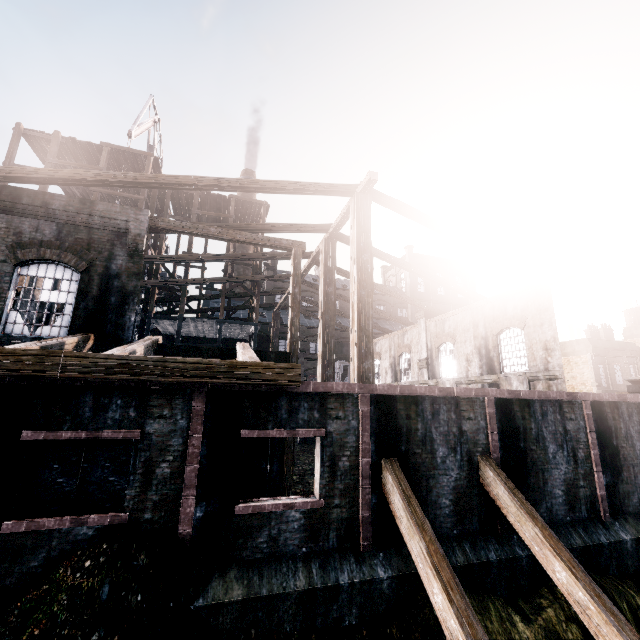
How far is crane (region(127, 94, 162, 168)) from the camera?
27.5m

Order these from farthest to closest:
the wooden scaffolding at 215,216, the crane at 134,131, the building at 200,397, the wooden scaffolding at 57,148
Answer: the crane at 134,131 < the wooden scaffolding at 215,216 < the wooden scaffolding at 57,148 < the building at 200,397

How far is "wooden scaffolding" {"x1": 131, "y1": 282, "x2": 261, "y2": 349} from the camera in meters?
25.3 m

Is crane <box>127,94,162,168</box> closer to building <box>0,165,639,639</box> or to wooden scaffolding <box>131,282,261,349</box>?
wooden scaffolding <box>131,282,261,349</box>

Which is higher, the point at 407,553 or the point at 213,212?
the point at 213,212

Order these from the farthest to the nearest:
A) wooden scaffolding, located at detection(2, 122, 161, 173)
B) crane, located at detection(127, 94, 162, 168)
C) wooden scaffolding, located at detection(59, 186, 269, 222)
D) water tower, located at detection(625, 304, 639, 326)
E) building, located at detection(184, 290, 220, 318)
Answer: water tower, located at detection(625, 304, 639, 326)
building, located at detection(184, 290, 220, 318)
crane, located at detection(127, 94, 162, 168)
wooden scaffolding, located at detection(59, 186, 269, 222)
wooden scaffolding, located at detection(2, 122, 161, 173)

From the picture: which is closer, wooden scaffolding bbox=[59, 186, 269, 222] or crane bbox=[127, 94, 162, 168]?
wooden scaffolding bbox=[59, 186, 269, 222]

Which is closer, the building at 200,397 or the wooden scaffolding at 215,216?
the building at 200,397
